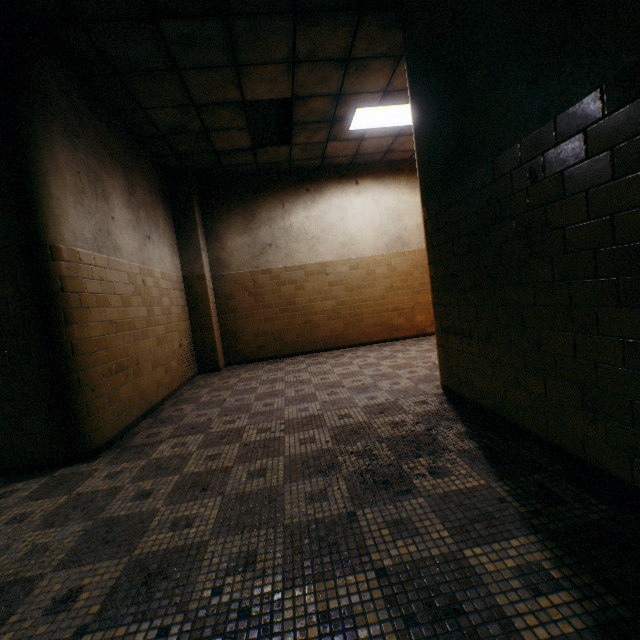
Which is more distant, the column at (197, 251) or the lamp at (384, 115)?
the column at (197, 251)

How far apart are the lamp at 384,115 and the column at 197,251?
3.1m

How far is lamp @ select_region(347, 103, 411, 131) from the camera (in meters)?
4.98

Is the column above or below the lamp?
below

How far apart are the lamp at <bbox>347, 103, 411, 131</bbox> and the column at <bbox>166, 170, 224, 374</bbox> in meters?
3.1

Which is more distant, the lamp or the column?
the column

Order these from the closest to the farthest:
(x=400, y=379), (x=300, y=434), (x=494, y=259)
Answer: (x=494, y=259) < (x=300, y=434) < (x=400, y=379)

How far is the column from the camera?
6.2m
